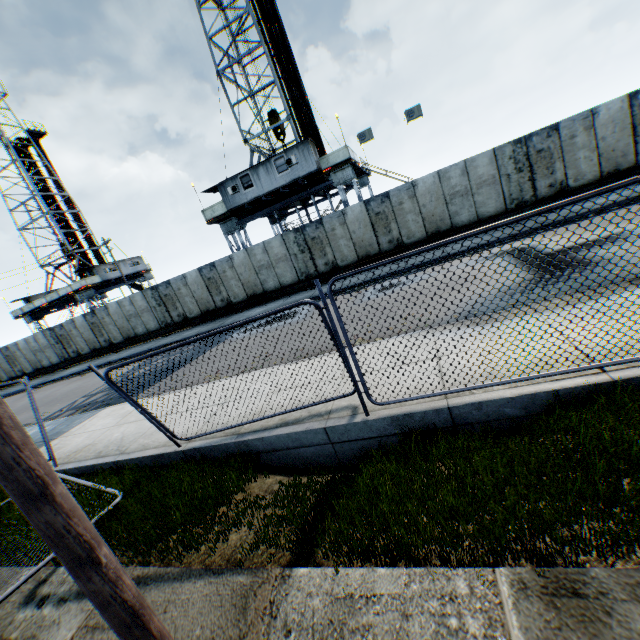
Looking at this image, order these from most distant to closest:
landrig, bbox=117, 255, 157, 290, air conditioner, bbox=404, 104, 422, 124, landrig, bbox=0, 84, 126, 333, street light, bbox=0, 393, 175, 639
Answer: landrig, bbox=117, 255, 157, 290 → landrig, bbox=0, 84, 126, 333 → air conditioner, bbox=404, 104, 422, 124 → street light, bbox=0, 393, 175, 639

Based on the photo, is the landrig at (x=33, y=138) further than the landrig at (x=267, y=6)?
Yes

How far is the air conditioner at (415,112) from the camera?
17.12m

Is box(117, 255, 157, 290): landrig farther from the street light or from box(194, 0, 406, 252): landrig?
the street light

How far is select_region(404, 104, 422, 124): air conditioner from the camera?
17.1m

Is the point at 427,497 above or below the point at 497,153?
below

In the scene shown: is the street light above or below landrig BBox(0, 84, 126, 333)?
below

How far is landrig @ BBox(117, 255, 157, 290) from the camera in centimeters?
3878cm
